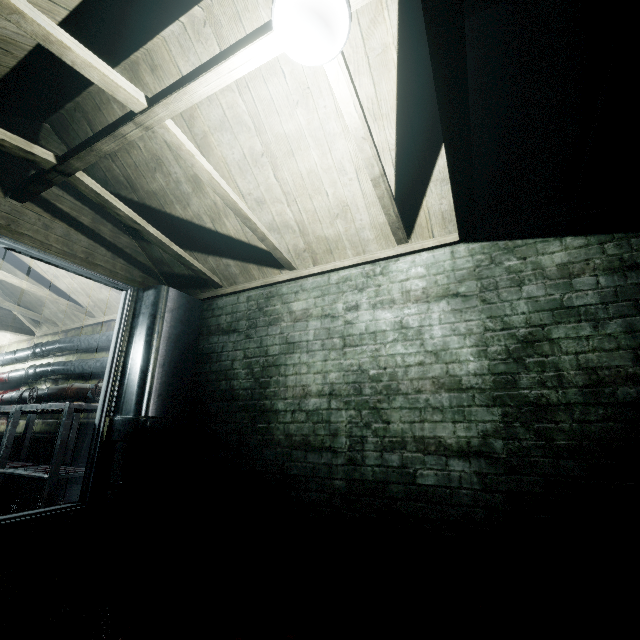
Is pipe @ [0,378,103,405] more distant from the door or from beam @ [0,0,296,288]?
beam @ [0,0,296,288]

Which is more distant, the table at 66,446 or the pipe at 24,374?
the pipe at 24,374

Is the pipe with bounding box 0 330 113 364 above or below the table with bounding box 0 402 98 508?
above

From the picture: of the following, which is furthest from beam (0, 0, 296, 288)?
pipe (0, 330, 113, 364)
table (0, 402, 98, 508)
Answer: table (0, 402, 98, 508)

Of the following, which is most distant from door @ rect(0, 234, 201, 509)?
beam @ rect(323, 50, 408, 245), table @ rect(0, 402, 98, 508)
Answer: beam @ rect(323, 50, 408, 245)

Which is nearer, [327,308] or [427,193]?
[427,193]

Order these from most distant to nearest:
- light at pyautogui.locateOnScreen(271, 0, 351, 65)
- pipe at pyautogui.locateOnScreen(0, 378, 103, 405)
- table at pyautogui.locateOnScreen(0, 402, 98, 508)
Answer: pipe at pyautogui.locateOnScreen(0, 378, 103, 405) → table at pyautogui.locateOnScreen(0, 402, 98, 508) → light at pyautogui.locateOnScreen(271, 0, 351, 65)

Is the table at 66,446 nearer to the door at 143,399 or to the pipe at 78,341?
the door at 143,399
